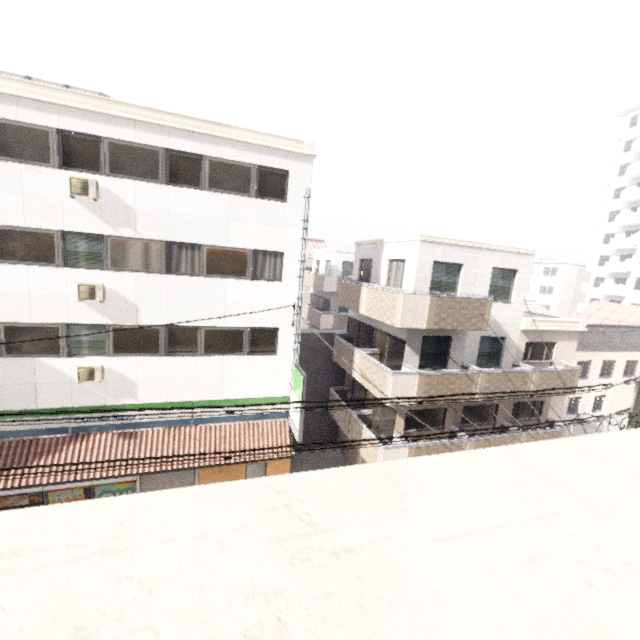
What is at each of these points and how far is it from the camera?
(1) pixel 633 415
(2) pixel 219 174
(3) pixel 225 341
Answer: (1) utility pole, 6.5m
(2) window, 11.3m
(3) window, 12.4m

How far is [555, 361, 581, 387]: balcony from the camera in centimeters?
1458cm

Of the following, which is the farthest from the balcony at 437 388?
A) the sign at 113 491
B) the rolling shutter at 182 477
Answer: the sign at 113 491

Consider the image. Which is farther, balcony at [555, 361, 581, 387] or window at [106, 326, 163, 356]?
balcony at [555, 361, 581, 387]

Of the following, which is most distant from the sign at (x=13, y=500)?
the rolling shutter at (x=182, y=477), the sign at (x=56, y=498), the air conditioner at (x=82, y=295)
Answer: the air conditioner at (x=82, y=295)

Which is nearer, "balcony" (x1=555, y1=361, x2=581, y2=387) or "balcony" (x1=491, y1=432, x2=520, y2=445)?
"balcony" (x1=491, y1=432, x2=520, y2=445)

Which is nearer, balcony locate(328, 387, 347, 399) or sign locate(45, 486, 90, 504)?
sign locate(45, 486, 90, 504)

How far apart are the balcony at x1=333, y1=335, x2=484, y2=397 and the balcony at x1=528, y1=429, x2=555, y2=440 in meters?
1.6 m
